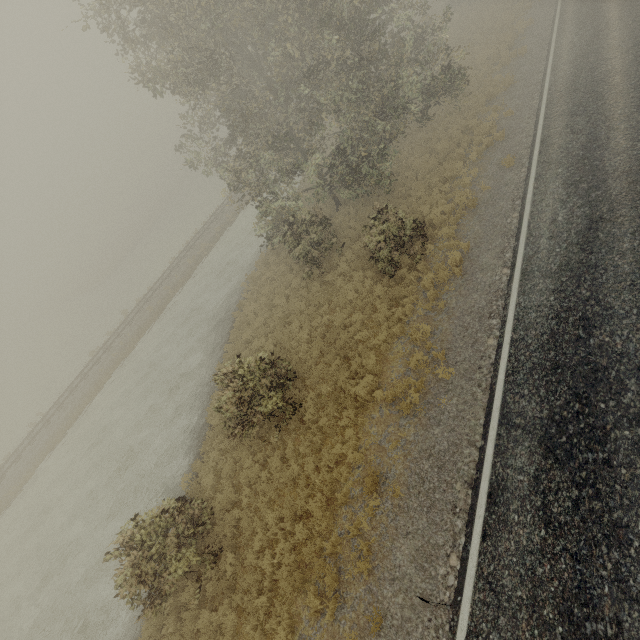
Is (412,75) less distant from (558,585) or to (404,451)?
(404,451)
